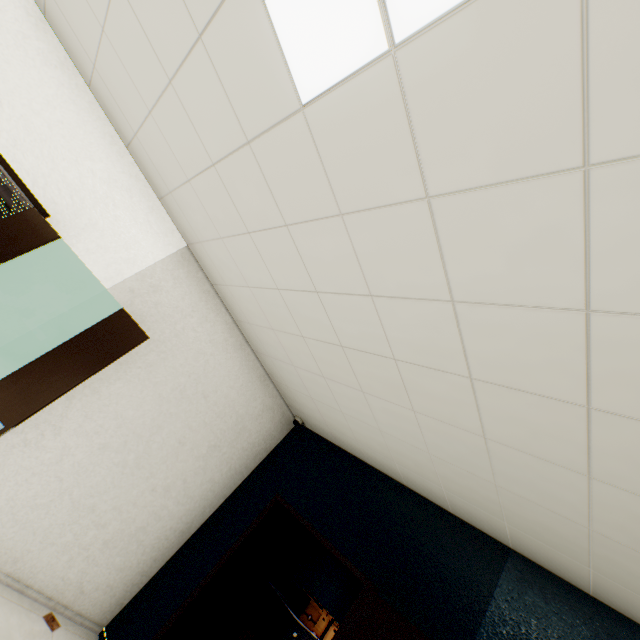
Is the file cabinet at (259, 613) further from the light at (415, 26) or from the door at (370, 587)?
the light at (415, 26)

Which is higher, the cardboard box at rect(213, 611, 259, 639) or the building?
the building

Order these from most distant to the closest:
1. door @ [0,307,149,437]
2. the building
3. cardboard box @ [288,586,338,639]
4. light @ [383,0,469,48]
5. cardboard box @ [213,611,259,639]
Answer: the building → cardboard box @ [288,586,338,639] → cardboard box @ [213,611,259,639] → door @ [0,307,149,437] → light @ [383,0,469,48]

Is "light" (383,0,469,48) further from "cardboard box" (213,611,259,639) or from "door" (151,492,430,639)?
"cardboard box" (213,611,259,639)

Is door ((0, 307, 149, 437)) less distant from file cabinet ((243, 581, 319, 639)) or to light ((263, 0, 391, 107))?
light ((263, 0, 391, 107))

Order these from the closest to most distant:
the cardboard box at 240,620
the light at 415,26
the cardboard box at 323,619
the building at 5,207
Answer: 1. the light at 415,26
2. the cardboard box at 240,620
3. the cardboard box at 323,619
4. the building at 5,207

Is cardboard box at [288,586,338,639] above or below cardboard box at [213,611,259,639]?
above

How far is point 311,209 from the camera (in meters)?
1.80
